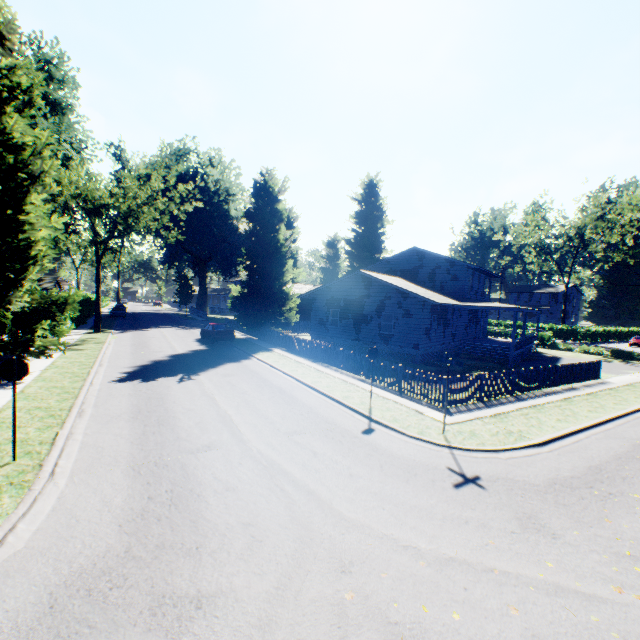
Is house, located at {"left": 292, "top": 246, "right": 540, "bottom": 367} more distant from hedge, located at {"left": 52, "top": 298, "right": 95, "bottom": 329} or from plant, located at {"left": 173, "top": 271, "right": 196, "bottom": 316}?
hedge, located at {"left": 52, "top": 298, "right": 95, "bottom": 329}

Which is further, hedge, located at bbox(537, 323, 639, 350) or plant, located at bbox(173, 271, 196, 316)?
plant, located at bbox(173, 271, 196, 316)

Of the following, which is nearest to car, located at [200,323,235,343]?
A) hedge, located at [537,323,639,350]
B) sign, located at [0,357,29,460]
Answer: sign, located at [0,357,29,460]

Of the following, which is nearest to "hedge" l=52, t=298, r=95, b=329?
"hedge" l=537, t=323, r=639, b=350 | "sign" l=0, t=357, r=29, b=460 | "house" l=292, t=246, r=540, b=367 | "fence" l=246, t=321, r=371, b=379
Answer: "fence" l=246, t=321, r=371, b=379

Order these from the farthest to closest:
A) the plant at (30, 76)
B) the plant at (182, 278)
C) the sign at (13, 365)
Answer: the plant at (182, 278), the plant at (30, 76), the sign at (13, 365)

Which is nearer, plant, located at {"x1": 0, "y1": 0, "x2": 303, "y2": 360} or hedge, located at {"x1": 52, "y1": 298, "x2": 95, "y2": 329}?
plant, located at {"x1": 0, "y1": 0, "x2": 303, "y2": 360}

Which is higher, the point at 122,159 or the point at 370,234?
the point at 122,159

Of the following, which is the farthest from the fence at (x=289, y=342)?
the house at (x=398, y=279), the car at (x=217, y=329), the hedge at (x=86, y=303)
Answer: the hedge at (x=86, y=303)
